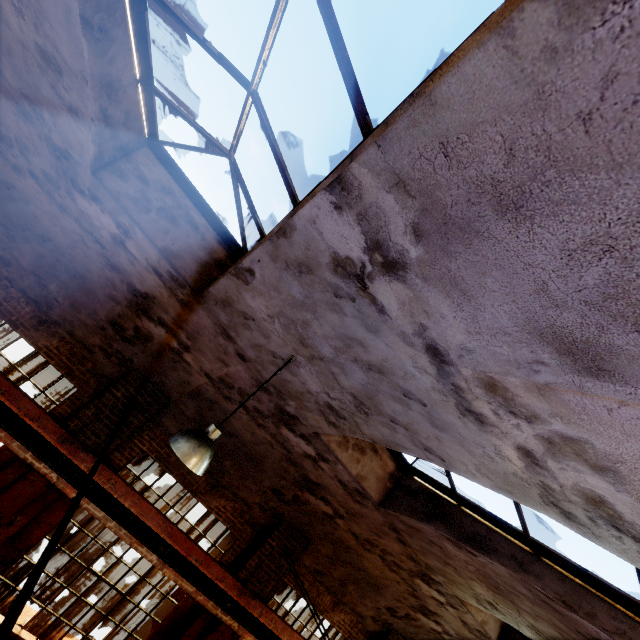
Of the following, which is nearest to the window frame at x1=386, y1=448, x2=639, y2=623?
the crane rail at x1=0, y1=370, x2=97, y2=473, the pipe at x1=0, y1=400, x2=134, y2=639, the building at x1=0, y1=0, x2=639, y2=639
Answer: the building at x1=0, y1=0, x2=639, y2=639

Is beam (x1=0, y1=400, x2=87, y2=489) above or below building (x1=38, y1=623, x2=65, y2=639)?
above

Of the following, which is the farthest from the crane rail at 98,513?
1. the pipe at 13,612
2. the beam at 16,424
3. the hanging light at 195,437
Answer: the hanging light at 195,437

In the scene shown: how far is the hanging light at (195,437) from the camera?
3.4m

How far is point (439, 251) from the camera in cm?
143

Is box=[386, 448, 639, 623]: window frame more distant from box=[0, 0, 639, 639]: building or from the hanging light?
the hanging light

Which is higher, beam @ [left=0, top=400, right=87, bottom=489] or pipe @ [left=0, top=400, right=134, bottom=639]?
pipe @ [left=0, top=400, right=134, bottom=639]

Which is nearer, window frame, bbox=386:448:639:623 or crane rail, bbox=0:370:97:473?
window frame, bbox=386:448:639:623
